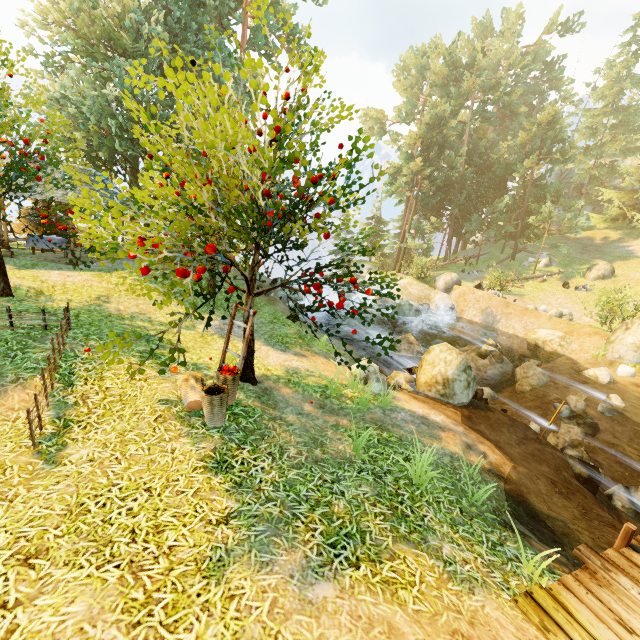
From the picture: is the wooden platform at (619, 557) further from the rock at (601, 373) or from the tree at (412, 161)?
the rock at (601, 373)

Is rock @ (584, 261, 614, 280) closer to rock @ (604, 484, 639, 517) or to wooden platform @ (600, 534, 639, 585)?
rock @ (604, 484, 639, 517)

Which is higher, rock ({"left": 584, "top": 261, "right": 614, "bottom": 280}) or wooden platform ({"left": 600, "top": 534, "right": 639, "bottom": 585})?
rock ({"left": 584, "top": 261, "right": 614, "bottom": 280})

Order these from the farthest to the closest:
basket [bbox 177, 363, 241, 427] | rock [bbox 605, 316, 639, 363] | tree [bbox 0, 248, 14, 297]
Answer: rock [bbox 605, 316, 639, 363] < tree [bbox 0, 248, 14, 297] < basket [bbox 177, 363, 241, 427]

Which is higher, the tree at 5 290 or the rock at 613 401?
the tree at 5 290

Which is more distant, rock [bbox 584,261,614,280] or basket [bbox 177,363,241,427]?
rock [bbox 584,261,614,280]

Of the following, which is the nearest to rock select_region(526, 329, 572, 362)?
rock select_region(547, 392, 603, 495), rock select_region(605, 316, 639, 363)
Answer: rock select_region(605, 316, 639, 363)

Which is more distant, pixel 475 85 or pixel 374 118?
pixel 374 118
